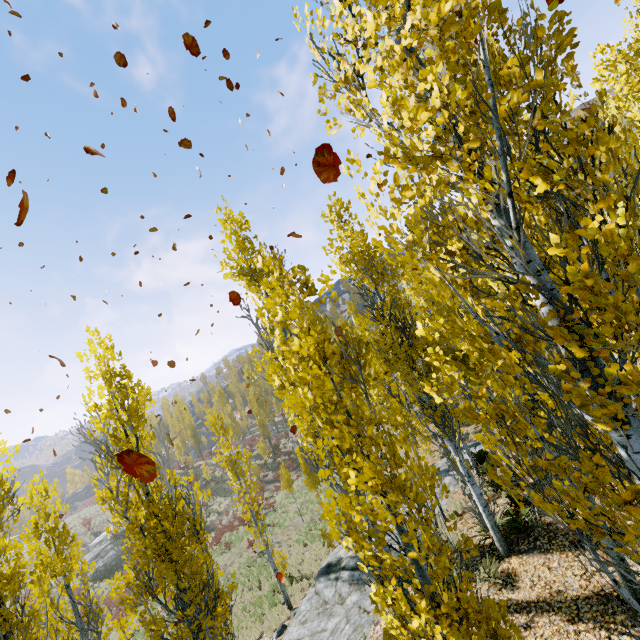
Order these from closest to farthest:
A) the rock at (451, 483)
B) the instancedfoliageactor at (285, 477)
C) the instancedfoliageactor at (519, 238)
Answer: the instancedfoliageactor at (519, 238)
the rock at (451, 483)
the instancedfoliageactor at (285, 477)

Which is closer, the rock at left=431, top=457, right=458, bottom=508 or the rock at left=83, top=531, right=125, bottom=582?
the rock at left=431, top=457, right=458, bottom=508

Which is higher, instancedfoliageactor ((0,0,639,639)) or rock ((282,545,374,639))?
instancedfoliageactor ((0,0,639,639))

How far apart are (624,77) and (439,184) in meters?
6.8 m

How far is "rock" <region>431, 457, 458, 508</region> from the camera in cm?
1382

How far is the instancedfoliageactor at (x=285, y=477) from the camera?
22.8m

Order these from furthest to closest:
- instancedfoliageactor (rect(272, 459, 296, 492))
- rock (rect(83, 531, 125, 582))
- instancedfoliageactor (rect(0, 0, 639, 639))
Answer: rock (rect(83, 531, 125, 582)), instancedfoliageactor (rect(272, 459, 296, 492)), instancedfoliageactor (rect(0, 0, 639, 639))

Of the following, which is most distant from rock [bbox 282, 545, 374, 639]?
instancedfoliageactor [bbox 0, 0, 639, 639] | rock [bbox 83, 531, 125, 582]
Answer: rock [bbox 83, 531, 125, 582]
